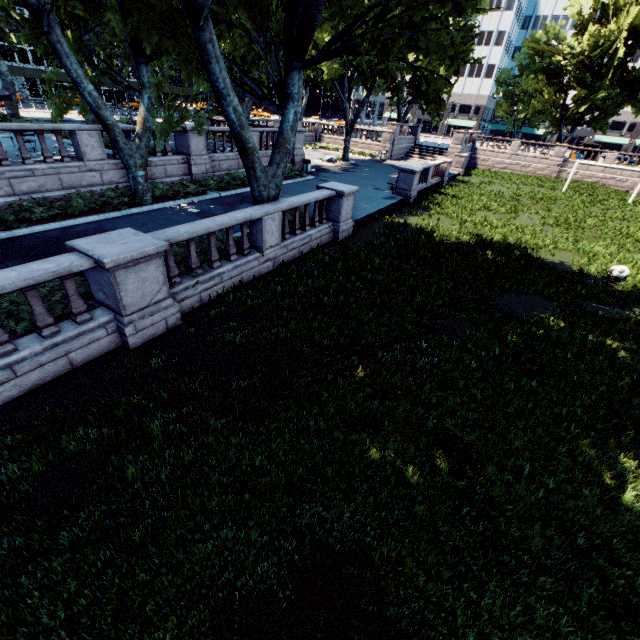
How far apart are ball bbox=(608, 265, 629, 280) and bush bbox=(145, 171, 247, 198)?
19.01m

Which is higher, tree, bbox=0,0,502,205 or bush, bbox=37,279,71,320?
tree, bbox=0,0,502,205

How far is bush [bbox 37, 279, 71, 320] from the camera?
7.0m

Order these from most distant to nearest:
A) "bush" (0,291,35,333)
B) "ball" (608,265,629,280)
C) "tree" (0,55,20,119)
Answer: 1. "tree" (0,55,20,119)
2. "ball" (608,265,629,280)
3. "bush" (0,291,35,333)

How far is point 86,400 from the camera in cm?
612

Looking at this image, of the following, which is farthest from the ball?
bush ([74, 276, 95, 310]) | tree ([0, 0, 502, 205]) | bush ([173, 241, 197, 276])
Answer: bush ([74, 276, 95, 310])

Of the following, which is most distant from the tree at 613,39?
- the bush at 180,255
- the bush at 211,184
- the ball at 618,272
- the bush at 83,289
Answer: the ball at 618,272

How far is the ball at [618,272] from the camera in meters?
13.7 m
